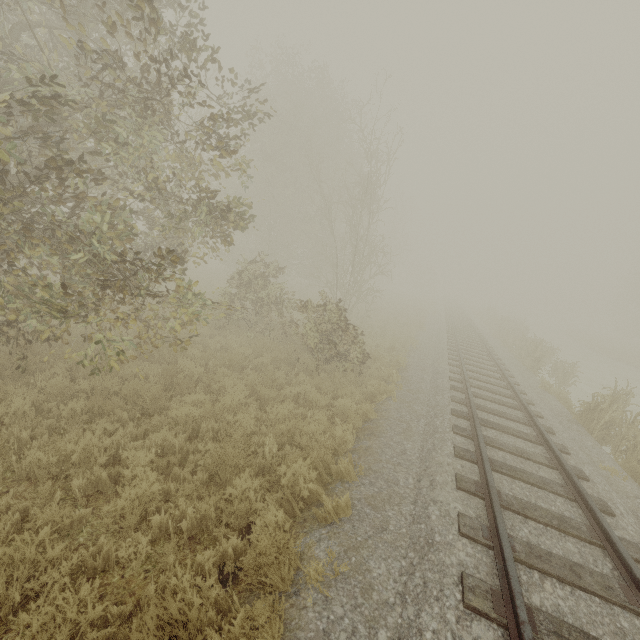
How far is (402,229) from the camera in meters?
42.3

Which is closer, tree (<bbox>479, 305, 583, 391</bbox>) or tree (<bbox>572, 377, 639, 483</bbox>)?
tree (<bbox>572, 377, 639, 483</bbox>)

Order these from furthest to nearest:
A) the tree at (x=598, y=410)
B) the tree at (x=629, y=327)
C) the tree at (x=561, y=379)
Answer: the tree at (x=629, y=327) < the tree at (x=561, y=379) < the tree at (x=598, y=410)

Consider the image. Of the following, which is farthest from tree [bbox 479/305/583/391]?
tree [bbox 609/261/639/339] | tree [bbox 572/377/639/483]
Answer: tree [bbox 609/261/639/339]

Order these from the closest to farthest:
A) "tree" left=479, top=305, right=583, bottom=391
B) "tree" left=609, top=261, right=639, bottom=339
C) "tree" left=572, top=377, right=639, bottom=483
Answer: "tree" left=572, top=377, right=639, bottom=483 < "tree" left=479, top=305, right=583, bottom=391 < "tree" left=609, top=261, right=639, bottom=339

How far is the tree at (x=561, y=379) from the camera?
15.4 meters

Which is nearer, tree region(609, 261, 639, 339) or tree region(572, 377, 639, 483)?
tree region(572, 377, 639, 483)
